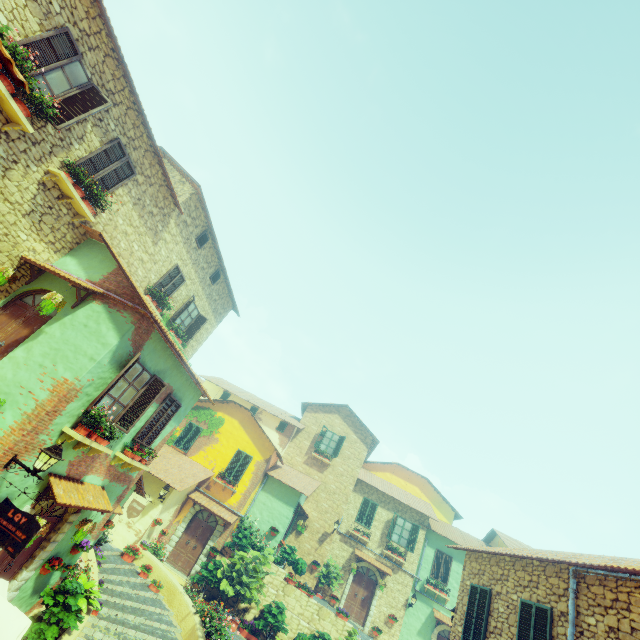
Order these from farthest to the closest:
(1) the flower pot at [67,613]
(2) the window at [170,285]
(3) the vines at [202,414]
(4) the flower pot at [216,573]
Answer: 1. (3) the vines at [202,414]
2. (2) the window at [170,285]
3. (4) the flower pot at [216,573]
4. (1) the flower pot at [67,613]

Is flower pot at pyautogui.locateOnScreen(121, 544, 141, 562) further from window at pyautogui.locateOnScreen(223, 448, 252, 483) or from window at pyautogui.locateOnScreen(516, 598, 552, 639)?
window at pyautogui.locateOnScreen(516, 598, 552, 639)

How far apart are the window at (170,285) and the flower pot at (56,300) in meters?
5.2 m

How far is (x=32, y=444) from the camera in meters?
6.8 m

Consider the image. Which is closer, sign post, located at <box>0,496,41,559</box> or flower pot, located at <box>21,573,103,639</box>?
sign post, located at <box>0,496,41,559</box>

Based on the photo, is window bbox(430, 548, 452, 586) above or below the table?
above

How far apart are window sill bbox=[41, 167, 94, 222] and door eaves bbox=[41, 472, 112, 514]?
6.7 meters

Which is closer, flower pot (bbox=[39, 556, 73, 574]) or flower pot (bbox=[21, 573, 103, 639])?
flower pot (bbox=[21, 573, 103, 639])
